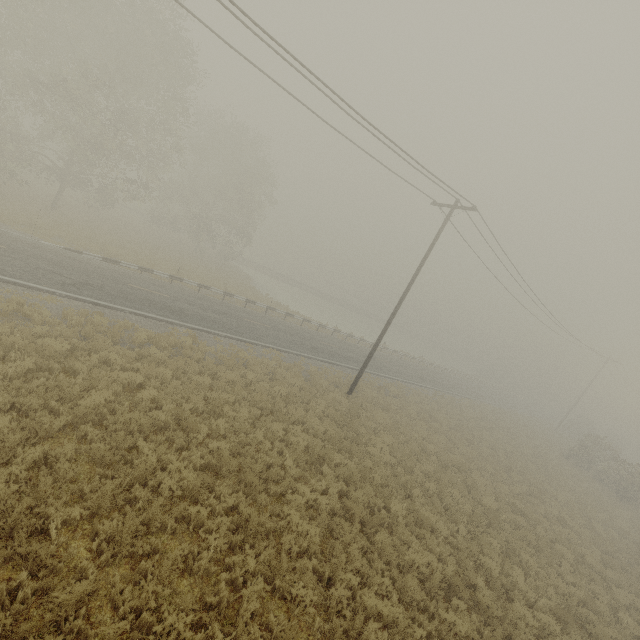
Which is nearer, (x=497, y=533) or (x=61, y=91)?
(x=497, y=533)
